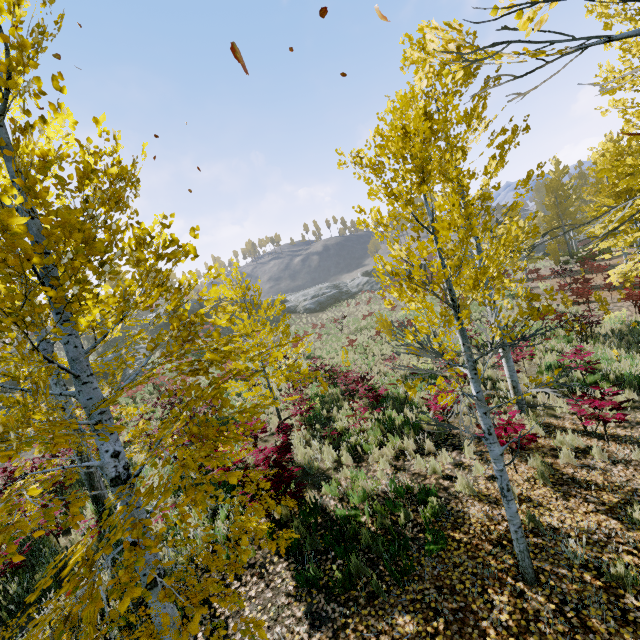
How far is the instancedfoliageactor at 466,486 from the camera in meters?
6.0 m

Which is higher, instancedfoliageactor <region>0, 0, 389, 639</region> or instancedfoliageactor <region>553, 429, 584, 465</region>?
instancedfoliageactor <region>0, 0, 389, 639</region>

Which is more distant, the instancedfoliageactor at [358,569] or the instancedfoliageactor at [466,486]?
the instancedfoliageactor at [466,486]

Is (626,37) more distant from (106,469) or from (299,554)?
(299,554)

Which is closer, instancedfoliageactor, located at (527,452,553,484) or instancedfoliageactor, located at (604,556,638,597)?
instancedfoliageactor, located at (604,556,638,597)
